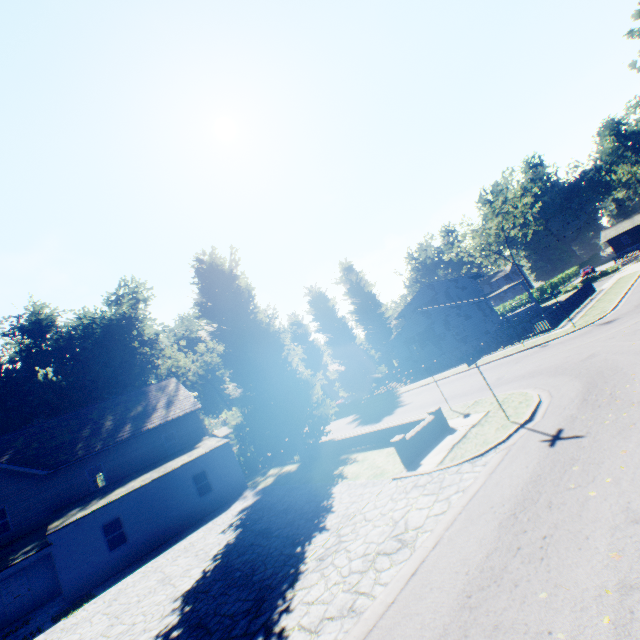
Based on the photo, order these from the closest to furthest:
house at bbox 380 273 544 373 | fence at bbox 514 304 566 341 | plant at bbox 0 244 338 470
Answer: plant at bbox 0 244 338 470
fence at bbox 514 304 566 341
house at bbox 380 273 544 373

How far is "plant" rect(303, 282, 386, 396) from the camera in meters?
37.5

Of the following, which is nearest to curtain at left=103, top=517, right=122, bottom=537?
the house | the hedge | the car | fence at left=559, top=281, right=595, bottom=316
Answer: the hedge

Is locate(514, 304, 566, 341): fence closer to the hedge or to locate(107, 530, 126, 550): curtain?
the hedge

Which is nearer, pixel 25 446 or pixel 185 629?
pixel 185 629

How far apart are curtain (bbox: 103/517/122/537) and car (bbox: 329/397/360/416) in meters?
21.5 m

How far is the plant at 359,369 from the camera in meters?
37.5

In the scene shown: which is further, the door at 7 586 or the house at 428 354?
the house at 428 354
